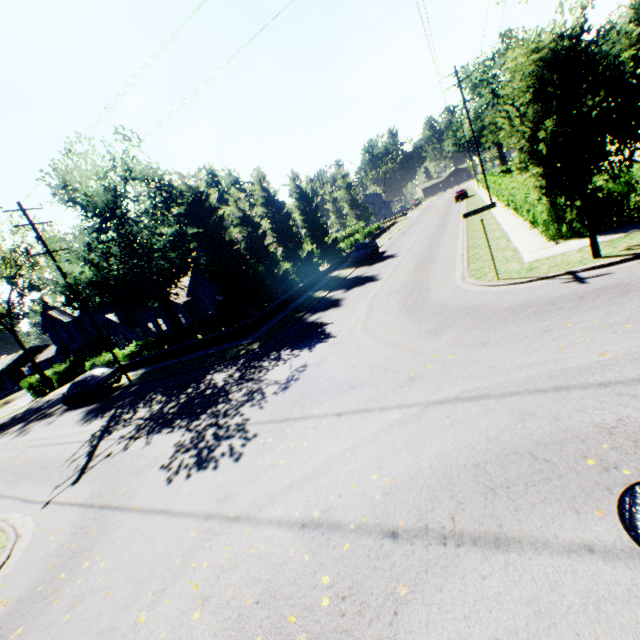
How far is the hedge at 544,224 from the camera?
11.31m

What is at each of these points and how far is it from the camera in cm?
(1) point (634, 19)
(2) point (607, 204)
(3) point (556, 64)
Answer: (1) plant, 5475
(2) hedge, 1055
(3) tree, 746

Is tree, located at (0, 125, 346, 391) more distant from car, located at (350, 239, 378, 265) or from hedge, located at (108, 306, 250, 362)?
car, located at (350, 239, 378, 265)

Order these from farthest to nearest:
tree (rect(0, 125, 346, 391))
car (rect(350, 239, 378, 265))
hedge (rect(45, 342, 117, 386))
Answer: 1. car (rect(350, 239, 378, 265))
2. hedge (rect(45, 342, 117, 386))
3. tree (rect(0, 125, 346, 391))

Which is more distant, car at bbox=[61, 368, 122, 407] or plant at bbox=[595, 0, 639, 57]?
plant at bbox=[595, 0, 639, 57]

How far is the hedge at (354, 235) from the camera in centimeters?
3947cm

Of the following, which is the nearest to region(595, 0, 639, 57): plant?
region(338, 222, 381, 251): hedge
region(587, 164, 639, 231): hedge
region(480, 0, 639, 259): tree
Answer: region(480, 0, 639, 259): tree

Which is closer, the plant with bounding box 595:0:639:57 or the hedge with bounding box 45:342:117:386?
the hedge with bounding box 45:342:117:386
